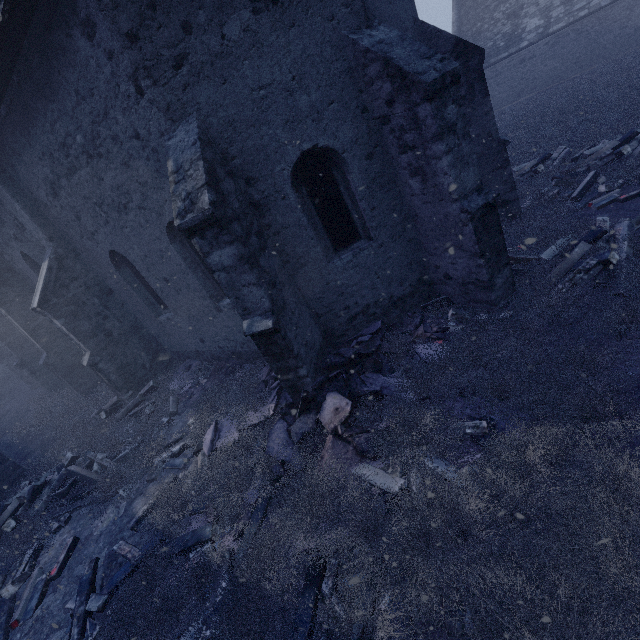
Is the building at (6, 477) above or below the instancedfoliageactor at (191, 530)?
above

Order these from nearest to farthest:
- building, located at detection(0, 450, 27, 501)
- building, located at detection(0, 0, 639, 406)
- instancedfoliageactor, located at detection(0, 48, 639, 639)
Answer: instancedfoliageactor, located at detection(0, 48, 639, 639) < building, located at detection(0, 0, 639, 406) < building, located at detection(0, 450, 27, 501)

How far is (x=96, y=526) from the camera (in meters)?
6.32

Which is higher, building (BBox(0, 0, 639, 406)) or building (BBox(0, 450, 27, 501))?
building (BBox(0, 0, 639, 406))

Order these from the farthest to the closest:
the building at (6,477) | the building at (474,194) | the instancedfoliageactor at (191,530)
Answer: the building at (6,477), the building at (474,194), the instancedfoliageactor at (191,530)

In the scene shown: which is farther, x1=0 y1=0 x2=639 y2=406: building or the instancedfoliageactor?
x1=0 y1=0 x2=639 y2=406: building

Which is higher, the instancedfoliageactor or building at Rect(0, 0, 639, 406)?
building at Rect(0, 0, 639, 406)
